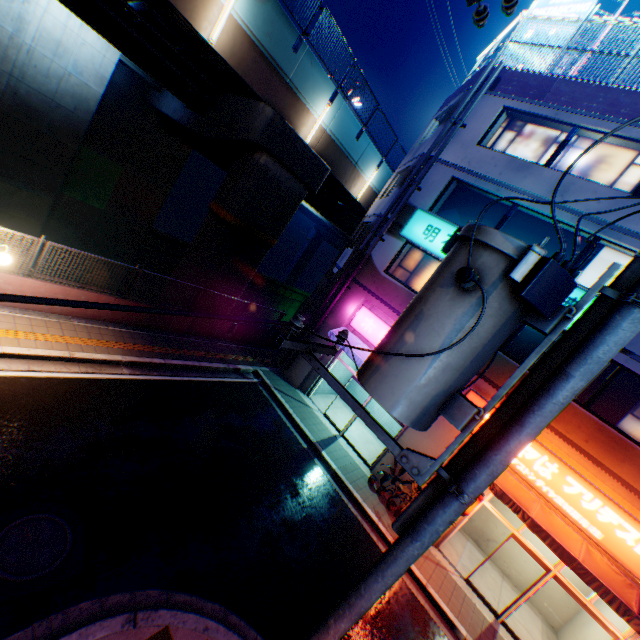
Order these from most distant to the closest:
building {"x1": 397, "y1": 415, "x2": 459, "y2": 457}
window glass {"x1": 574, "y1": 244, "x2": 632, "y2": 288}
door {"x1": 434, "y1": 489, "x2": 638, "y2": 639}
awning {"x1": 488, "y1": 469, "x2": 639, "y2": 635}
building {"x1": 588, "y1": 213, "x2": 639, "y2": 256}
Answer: building {"x1": 397, "y1": 415, "x2": 459, "y2": 457} < window glass {"x1": 574, "y1": 244, "x2": 632, "y2": 288} < building {"x1": 588, "y1": 213, "x2": 639, "y2": 256} < door {"x1": 434, "y1": 489, "x2": 638, "y2": 639} < awning {"x1": 488, "y1": 469, "x2": 639, "y2": 635}

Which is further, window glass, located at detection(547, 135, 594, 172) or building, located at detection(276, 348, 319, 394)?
building, located at detection(276, 348, 319, 394)

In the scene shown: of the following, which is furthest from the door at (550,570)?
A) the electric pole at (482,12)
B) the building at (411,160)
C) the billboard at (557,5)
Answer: the billboard at (557,5)

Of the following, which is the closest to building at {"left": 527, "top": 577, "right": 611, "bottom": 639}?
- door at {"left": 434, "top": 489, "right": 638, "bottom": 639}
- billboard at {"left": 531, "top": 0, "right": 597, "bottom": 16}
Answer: door at {"left": 434, "top": 489, "right": 638, "bottom": 639}

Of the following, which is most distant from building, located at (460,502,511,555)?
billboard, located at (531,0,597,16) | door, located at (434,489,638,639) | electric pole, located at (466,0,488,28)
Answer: electric pole, located at (466,0,488,28)

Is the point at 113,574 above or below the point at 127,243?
above

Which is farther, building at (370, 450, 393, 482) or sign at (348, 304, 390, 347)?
sign at (348, 304, 390, 347)

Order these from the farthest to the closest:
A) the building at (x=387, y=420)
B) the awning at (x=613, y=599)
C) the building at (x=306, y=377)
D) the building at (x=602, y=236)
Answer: the building at (x=387, y=420) → the building at (x=306, y=377) → the building at (x=602, y=236) → the awning at (x=613, y=599)
